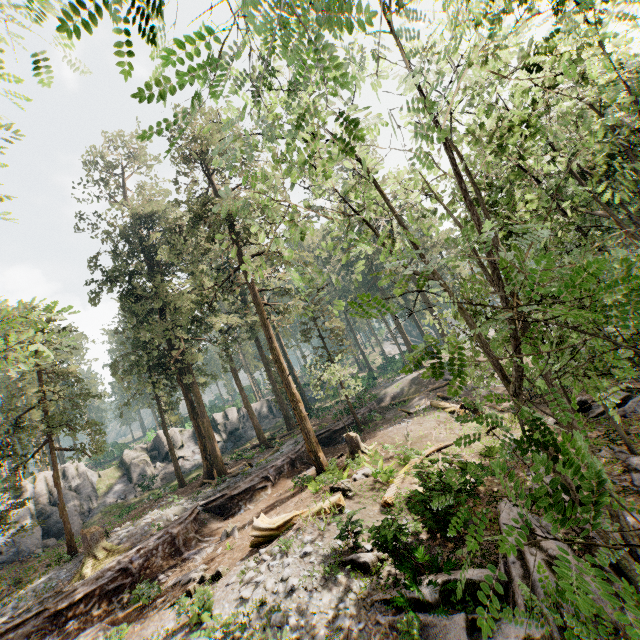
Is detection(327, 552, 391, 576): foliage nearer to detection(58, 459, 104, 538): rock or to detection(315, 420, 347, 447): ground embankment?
detection(315, 420, 347, 447): ground embankment

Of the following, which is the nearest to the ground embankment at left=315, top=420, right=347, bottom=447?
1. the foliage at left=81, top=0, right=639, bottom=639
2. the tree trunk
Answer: the foliage at left=81, top=0, right=639, bottom=639

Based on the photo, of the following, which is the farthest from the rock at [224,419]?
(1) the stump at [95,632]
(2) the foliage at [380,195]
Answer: (1) the stump at [95,632]

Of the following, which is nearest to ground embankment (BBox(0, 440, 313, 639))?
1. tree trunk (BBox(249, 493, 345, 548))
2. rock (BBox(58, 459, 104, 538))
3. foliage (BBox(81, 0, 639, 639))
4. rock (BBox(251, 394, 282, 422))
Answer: foliage (BBox(81, 0, 639, 639))

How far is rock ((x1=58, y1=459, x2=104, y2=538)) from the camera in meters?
28.9 m

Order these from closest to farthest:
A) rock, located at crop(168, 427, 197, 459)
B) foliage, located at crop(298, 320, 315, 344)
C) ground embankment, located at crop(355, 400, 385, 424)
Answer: foliage, located at crop(298, 320, 315, 344), ground embankment, located at crop(355, 400, 385, 424), rock, located at crop(168, 427, 197, 459)

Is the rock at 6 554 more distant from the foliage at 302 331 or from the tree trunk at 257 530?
the tree trunk at 257 530

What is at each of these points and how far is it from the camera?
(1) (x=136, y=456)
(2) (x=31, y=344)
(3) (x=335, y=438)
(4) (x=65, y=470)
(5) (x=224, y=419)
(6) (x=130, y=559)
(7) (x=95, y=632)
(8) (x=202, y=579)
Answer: (1) rock, 38.7 meters
(2) foliage, 23.2 meters
(3) ground embankment, 28.5 meters
(4) rock, 33.8 meters
(5) rock, 44.2 meters
(6) ground embankment, 15.7 meters
(7) stump, 11.7 meters
(8) foliage, 12.8 meters
